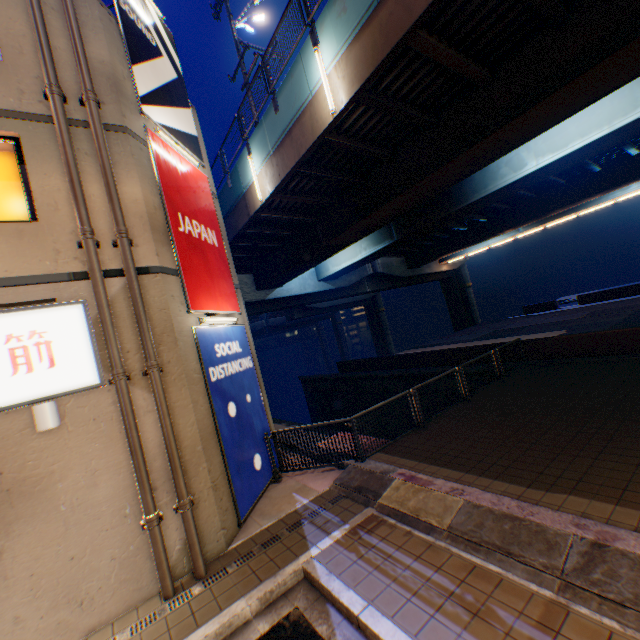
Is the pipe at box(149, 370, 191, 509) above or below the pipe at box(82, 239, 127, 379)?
below

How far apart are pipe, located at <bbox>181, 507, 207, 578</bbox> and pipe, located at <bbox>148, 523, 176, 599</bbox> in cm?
27

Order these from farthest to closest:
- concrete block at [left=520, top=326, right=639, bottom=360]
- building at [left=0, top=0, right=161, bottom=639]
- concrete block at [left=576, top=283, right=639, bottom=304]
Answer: concrete block at [left=576, top=283, right=639, bottom=304] → concrete block at [left=520, top=326, right=639, bottom=360] → building at [left=0, top=0, right=161, bottom=639]

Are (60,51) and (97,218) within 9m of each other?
yes

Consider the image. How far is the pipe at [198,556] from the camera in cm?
566

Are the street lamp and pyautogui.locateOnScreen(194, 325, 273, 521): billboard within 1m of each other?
no

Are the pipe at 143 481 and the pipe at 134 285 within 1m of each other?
yes

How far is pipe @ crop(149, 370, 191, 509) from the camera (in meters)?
5.72
